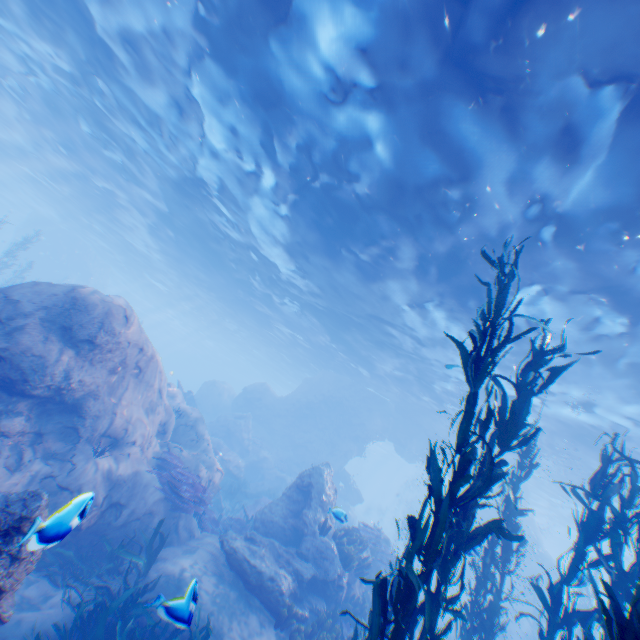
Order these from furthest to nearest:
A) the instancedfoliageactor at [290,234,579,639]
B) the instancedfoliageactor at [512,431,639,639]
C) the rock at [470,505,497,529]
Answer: the rock at [470,505,497,529], the instancedfoliageactor at [290,234,579,639], the instancedfoliageactor at [512,431,639,639]

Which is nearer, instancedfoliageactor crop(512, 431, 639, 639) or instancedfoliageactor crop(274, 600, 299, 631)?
instancedfoliageactor crop(512, 431, 639, 639)

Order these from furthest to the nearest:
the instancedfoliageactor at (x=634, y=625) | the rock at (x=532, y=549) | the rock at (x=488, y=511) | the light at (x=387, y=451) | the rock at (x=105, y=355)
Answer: the light at (x=387, y=451) < the rock at (x=488, y=511) < the rock at (x=532, y=549) < the rock at (x=105, y=355) < the instancedfoliageactor at (x=634, y=625)

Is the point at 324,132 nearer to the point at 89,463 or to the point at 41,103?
the point at 89,463

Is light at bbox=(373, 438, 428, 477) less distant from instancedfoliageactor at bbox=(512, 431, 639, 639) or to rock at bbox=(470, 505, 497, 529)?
rock at bbox=(470, 505, 497, 529)

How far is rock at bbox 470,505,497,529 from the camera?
27.7 meters

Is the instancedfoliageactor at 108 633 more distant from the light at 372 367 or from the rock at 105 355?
the light at 372 367
